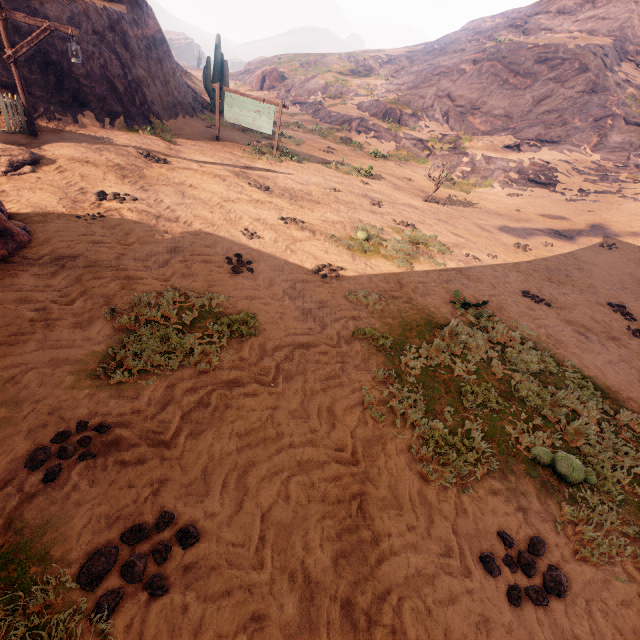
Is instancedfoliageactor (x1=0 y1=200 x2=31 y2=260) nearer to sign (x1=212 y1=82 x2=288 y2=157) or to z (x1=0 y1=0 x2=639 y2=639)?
z (x1=0 y1=0 x2=639 y2=639)

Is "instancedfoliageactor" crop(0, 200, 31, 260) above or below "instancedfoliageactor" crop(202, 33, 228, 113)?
below

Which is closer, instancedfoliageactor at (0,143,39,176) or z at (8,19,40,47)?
instancedfoliageactor at (0,143,39,176)

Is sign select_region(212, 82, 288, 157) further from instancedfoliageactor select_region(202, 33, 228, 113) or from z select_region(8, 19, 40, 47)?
instancedfoliageactor select_region(202, 33, 228, 113)

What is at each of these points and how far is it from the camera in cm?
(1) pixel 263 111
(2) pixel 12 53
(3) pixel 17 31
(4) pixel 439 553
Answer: (1) sign, 1428
(2) light pole, 808
(3) z, 1016
(4) z, 312

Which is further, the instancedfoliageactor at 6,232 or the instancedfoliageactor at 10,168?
the instancedfoliageactor at 10,168

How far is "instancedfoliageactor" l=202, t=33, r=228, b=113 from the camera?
19.4 meters

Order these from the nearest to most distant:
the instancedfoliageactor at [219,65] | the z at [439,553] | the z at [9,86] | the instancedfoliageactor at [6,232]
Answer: the z at [439,553] < the instancedfoliageactor at [6,232] < the z at [9,86] < the instancedfoliageactor at [219,65]
